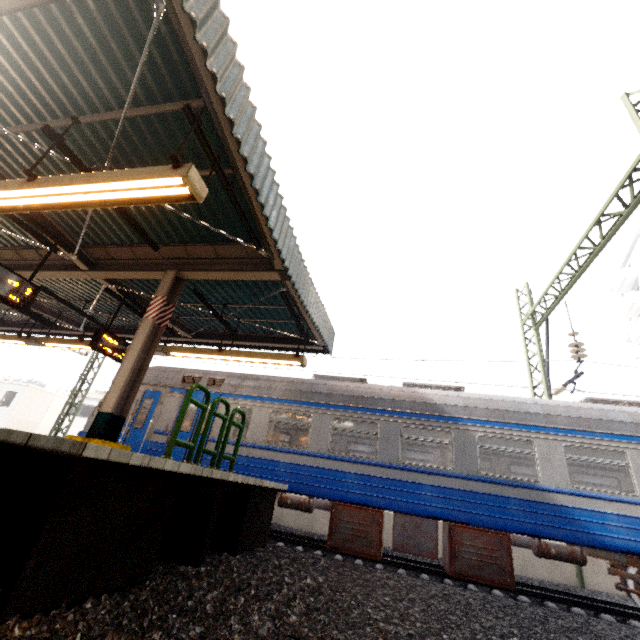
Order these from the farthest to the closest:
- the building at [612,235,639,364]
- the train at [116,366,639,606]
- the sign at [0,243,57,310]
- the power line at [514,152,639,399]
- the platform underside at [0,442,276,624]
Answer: the building at [612,235,639,364]
the power line at [514,152,639,399]
the train at [116,366,639,606]
the sign at [0,243,57,310]
the platform underside at [0,442,276,624]

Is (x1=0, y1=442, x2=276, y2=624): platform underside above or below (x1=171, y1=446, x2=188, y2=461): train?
below

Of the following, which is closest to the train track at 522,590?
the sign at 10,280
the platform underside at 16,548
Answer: the platform underside at 16,548

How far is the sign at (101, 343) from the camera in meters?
7.8

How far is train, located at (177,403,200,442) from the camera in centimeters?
888cm

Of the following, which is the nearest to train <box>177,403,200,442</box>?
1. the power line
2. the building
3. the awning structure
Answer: the power line

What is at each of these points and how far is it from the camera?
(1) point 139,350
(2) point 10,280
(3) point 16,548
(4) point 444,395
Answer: (1) awning structure, 6.02m
(2) sign, 5.94m
(3) platform underside, 2.70m
(4) train, 8.18m

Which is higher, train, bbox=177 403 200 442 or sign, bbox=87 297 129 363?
sign, bbox=87 297 129 363
